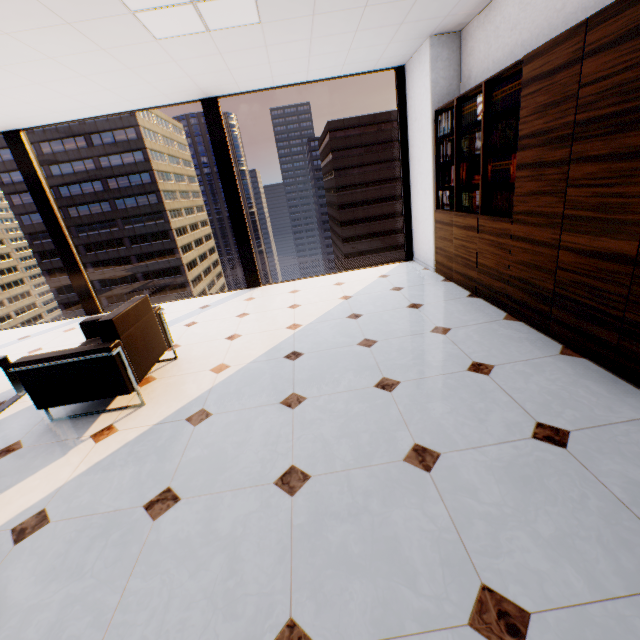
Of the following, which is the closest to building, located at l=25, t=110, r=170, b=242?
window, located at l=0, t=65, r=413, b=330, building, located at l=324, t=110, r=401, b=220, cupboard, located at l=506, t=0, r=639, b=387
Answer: building, located at l=324, t=110, r=401, b=220

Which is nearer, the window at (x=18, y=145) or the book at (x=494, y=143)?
the book at (x=494, y=143)

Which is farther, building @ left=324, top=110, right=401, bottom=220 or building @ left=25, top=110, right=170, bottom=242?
building @ left=324, top=110, right=401, bottom=220

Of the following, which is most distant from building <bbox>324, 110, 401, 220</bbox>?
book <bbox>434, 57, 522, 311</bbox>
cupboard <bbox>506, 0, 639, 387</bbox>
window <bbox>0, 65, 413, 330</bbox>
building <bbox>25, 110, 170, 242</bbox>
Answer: cupboard <bbox>506, 0, 639, 387</bbox>

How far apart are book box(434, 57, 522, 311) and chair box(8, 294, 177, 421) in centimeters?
354cm

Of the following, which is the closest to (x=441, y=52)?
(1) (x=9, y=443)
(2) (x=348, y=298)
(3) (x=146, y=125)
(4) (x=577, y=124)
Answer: (4) (x=577, y=124)

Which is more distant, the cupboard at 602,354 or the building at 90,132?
the building at 90,132

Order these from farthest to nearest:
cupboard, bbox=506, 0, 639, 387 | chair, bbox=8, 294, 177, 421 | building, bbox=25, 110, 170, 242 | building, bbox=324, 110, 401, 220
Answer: building, bbox=324, 110, 401, 220
building, bbox=25, 110, 170, 242
chair, bbox=8, 294, 177, 421
cupboard, bbox=506, 0, 639, 387
